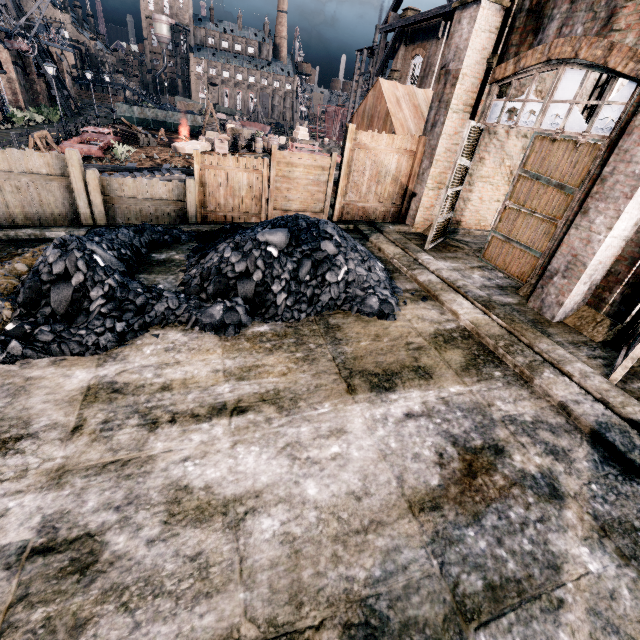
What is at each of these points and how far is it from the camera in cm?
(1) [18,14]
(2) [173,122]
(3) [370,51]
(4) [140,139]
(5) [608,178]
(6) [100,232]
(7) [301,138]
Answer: (1) wooden scaffolding, 3841
(2) rail car container, 4494
(3) wooden scaffolding, 3759
(4) wood pile, 3105
(5) column, 617
(6) coal pile, 762
(7) wooden chest, 3628

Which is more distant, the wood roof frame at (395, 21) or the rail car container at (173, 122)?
the rail car container at (173, 122)

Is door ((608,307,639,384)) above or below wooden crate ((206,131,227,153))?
above

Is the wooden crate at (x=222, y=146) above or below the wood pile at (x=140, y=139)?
above

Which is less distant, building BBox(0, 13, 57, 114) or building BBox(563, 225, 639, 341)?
building BBox(563, 225, 639, 341)

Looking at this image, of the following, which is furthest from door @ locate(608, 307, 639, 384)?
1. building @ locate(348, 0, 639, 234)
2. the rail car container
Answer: the rail car container

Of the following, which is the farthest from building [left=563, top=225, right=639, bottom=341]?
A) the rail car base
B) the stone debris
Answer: the stone debris
